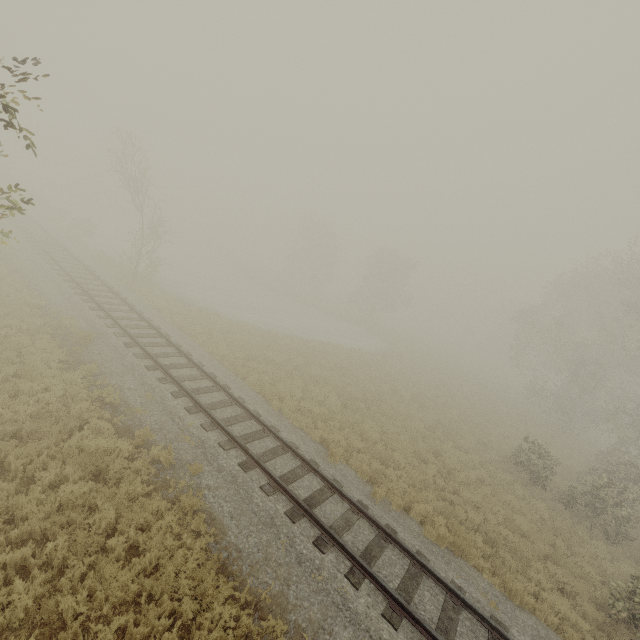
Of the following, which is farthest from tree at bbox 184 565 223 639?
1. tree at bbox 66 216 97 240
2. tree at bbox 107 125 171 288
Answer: tree at bbox 66 216 97 240

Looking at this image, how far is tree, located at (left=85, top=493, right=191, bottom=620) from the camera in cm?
576

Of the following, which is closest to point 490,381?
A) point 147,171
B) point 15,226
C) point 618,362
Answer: point 618,362

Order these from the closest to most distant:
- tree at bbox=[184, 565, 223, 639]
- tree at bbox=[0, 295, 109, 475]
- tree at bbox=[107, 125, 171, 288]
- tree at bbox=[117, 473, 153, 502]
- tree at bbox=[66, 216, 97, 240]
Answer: tree at bbox=[184, 565, 223, 639] → tree at bbox=[117, 473, 153, 502] → tree at bbox=[0, 295, 109, 475] → tree at bbox=[107, 125, 171, 288] → tree at bbox=[66, 216, 97, 240]

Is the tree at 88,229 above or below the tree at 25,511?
above

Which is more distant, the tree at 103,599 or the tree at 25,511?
the tree at 25,511
